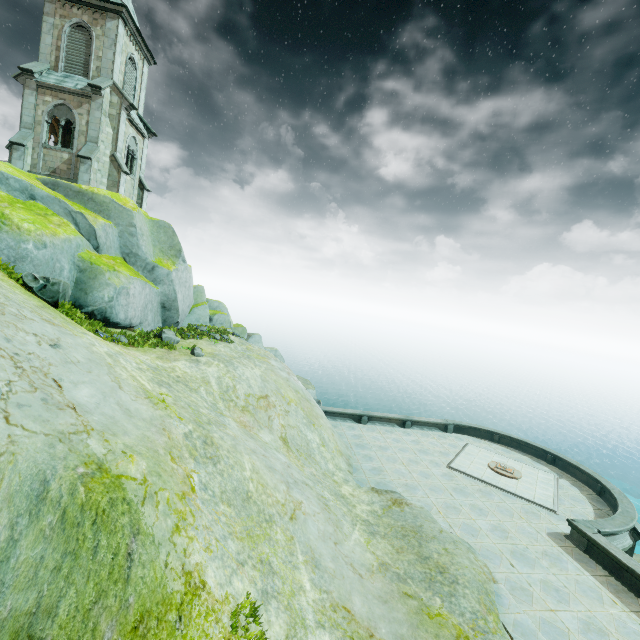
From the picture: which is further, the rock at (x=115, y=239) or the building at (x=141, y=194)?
the building at (x=141, y=194)

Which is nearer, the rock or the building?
Answer: the rock

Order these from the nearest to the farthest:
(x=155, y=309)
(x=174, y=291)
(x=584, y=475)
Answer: (x=155, y=309) → (x=174, y=291) → (x=584, y=475)

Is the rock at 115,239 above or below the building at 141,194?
below

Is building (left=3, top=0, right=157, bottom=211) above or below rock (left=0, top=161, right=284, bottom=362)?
above
